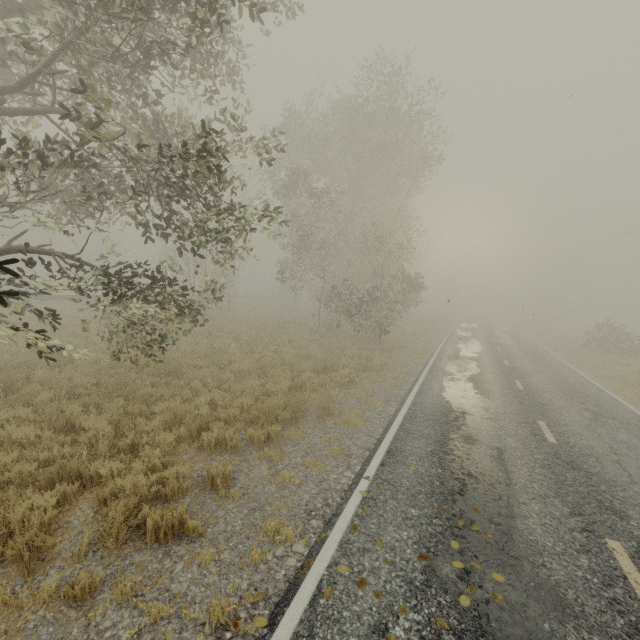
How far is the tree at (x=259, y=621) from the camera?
3.2m

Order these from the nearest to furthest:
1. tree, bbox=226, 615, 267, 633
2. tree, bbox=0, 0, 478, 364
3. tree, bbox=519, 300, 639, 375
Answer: tree, bbox=226, 615, 267, 633 → tree, bbox=0, 0, 478, 364 → tree, bbox=519, 300, 639, 375

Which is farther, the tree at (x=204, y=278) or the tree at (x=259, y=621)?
the tree at (x=204, y=278)

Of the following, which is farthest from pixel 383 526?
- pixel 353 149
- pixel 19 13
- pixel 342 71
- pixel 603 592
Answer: pixel 353 149

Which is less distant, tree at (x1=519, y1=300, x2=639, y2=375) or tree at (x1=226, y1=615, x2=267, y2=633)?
tree at (x1=226, y1=615, x2=267, y2=633)

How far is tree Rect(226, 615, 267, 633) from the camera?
3.2 meters

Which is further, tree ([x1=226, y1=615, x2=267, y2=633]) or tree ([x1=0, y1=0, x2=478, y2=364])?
tree ([x1=0, y1=0, x2=478, y2=364])
